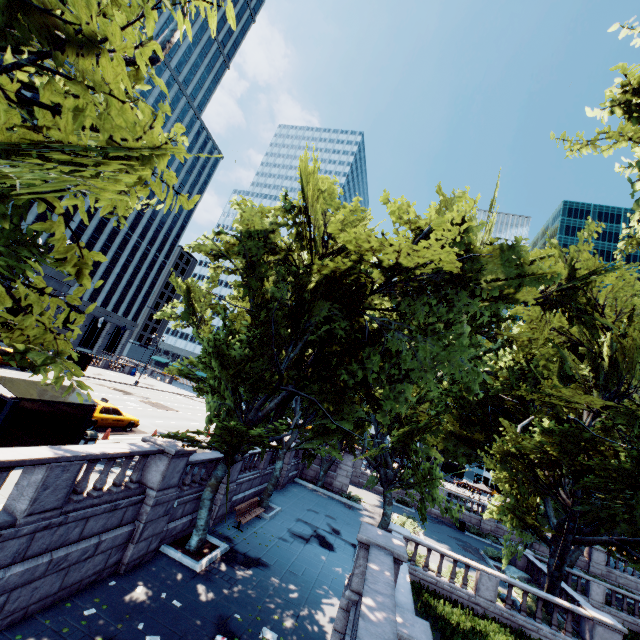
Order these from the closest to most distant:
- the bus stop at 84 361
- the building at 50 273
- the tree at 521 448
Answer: the tree at 521 448 → the building at 50 273 → the bus stop at 84 361

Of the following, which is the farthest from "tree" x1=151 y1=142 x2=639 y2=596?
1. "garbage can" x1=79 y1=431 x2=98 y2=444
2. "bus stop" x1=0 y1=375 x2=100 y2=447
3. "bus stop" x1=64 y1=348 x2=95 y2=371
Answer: "bus stop" x1=64 y1=348 x2=95 y2=371

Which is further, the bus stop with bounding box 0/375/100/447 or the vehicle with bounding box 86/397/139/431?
the vehicle with bounding box 86/397/139/431

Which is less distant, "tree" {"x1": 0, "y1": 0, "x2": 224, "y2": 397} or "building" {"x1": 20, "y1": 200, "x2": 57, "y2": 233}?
"tree" {"x1": 0, "y1": 0, "x2": 224, "y2": 397}

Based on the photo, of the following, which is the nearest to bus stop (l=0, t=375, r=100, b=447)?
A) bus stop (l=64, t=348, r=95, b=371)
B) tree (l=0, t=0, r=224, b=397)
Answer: tree (l=0, t=0, r=224, b=397)

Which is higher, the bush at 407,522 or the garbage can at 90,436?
the garbage can at 90,436

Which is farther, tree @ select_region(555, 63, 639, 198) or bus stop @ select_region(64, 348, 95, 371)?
bus stop @ select_region(64, 348, 95, 371)

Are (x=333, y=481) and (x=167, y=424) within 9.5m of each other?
no
